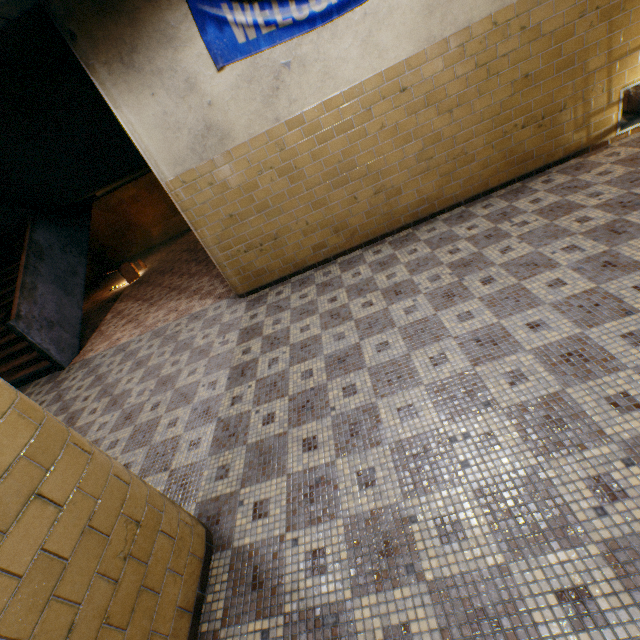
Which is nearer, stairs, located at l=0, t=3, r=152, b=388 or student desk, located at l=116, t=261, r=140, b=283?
stairs, located at l=0, t=3, r=152, b=388

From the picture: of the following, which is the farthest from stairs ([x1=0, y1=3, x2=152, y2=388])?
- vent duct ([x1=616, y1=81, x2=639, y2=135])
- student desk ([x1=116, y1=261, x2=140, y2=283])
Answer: vent duct ([x1=616, y1=81, x2=639, y2=135])

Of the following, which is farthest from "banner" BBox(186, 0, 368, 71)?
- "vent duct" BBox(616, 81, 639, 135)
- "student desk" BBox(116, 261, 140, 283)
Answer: "student desk" BBox(116, 261, 140, 283)

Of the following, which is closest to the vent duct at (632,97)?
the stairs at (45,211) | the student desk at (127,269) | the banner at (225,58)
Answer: the banner at (225,58)

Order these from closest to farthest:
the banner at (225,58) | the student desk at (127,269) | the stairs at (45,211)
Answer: the banner at (225,58)
the stairs at (45,211)
the student desk at (127,269)

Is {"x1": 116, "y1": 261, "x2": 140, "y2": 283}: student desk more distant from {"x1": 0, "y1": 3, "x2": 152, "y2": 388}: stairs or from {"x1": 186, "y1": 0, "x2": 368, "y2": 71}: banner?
{"x1": 186, "y1": 0, "x2": 368, "y2": 71}: banner

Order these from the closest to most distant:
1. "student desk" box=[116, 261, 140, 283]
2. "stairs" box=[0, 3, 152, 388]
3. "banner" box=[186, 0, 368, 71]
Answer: "banner" box=[186, 0, 368, 71], "stairs" box=[0, 3, 152, 388], "student desk" box=[116, 261, 140, 283]

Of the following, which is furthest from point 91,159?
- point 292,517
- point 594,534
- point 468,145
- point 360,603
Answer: point 594,534
